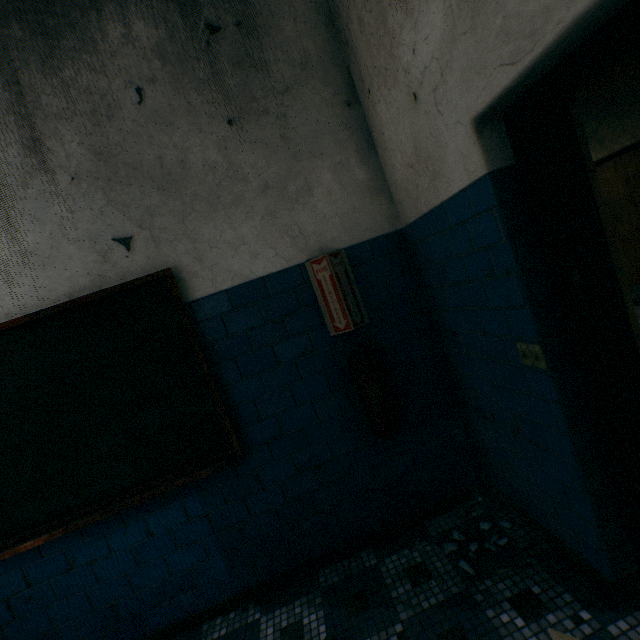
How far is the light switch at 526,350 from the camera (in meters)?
1.37

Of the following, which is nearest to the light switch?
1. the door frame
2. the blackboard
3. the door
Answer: the door frame

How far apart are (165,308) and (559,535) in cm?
258

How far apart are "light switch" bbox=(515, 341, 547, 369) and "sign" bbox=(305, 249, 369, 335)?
1.0m

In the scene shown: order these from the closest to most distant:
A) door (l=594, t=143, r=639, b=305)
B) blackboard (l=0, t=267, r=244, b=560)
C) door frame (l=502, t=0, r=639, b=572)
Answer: door frame (l=502, t=0, r=639, b=572) → blackboard (l=0, t=267, r=244, b=560) → door (l=594, t=143, r=639, b=305)

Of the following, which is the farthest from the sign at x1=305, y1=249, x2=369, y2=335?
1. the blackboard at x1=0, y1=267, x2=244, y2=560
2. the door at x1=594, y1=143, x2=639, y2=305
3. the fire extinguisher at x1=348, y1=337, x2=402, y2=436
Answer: the door at x1=594, y1=143, x2=639, y2=305

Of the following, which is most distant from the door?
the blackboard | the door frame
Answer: the blackboard

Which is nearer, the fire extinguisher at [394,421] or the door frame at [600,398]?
the door frame at [600,398]
